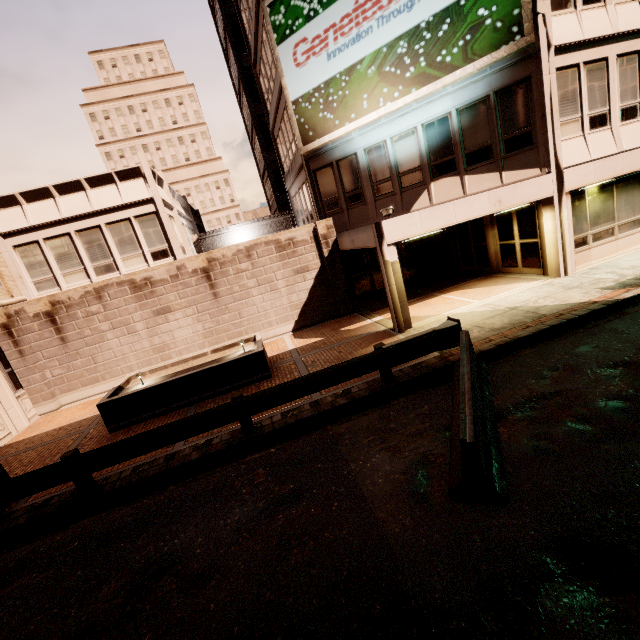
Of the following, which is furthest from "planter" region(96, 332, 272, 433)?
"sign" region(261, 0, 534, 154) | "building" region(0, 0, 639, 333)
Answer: "sign" region(261, 0, 534, 154)

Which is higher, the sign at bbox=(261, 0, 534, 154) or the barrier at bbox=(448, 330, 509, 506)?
the sign at bbox=(261, 0, 534, 154)

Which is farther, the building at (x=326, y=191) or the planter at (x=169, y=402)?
the building at (x=326, y=191)

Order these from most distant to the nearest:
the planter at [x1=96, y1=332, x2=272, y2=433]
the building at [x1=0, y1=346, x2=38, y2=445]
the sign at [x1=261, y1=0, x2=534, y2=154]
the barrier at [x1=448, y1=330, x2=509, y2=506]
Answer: the building at [x1=0, y1=346, x2=38, y2=445]
the sign at [x1=261, y1=0, x2=534, y2=154]
the planter at [x1=96, y1=332, x2=272, y2=433]
the barrier at [x1=448, y1=330, x2=509, y2=506]

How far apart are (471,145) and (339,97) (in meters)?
5.81

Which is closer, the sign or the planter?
the planter

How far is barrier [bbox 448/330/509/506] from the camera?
4.17m

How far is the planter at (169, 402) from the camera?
9.4 meters
